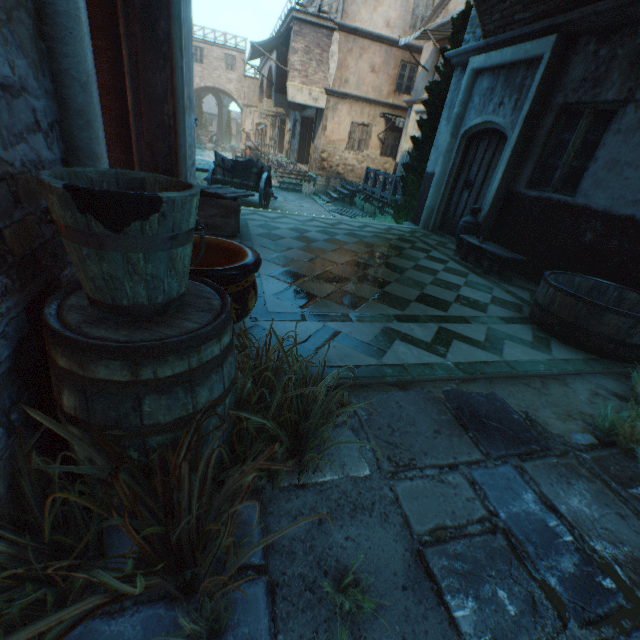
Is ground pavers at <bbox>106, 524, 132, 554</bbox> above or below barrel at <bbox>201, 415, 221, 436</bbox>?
below

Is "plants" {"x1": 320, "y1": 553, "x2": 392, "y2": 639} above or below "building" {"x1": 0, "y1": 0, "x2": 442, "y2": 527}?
below

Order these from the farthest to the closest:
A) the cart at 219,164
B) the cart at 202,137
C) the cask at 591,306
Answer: the cart at 202,137 → the cart at 219,164 → the cask at 591,306

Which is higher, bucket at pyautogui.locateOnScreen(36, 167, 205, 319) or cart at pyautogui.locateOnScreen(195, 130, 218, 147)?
bucket at pyautogui.locateOnScreen(36, 167, 205, 319)

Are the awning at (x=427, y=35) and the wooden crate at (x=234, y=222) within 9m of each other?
no

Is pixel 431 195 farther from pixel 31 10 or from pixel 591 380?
pixel 31 10

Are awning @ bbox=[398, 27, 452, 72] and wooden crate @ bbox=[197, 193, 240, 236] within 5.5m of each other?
no

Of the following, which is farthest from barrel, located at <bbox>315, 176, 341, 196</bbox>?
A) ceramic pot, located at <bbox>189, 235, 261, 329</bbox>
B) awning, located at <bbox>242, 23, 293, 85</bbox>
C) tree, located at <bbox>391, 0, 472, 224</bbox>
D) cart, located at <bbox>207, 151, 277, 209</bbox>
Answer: ceramic pot, located at <bbox>189, 235, 261, 329</bbox>
